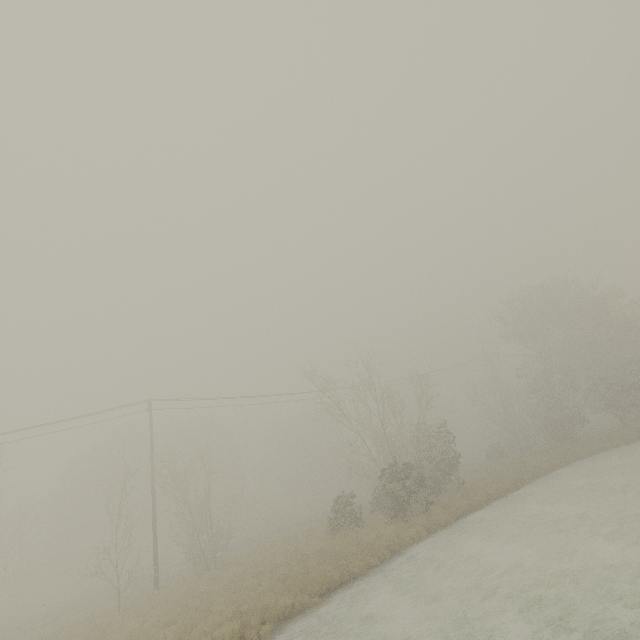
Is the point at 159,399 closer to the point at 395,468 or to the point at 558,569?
the point at 395,468
